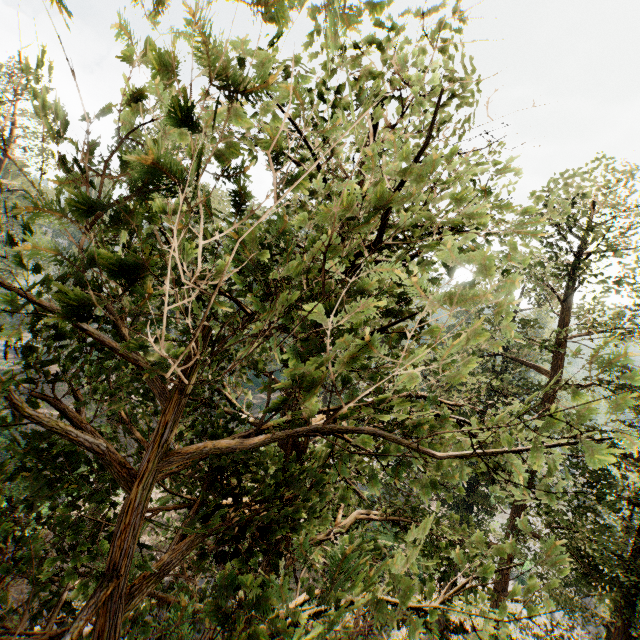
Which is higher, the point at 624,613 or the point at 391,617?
the point at 391,617
